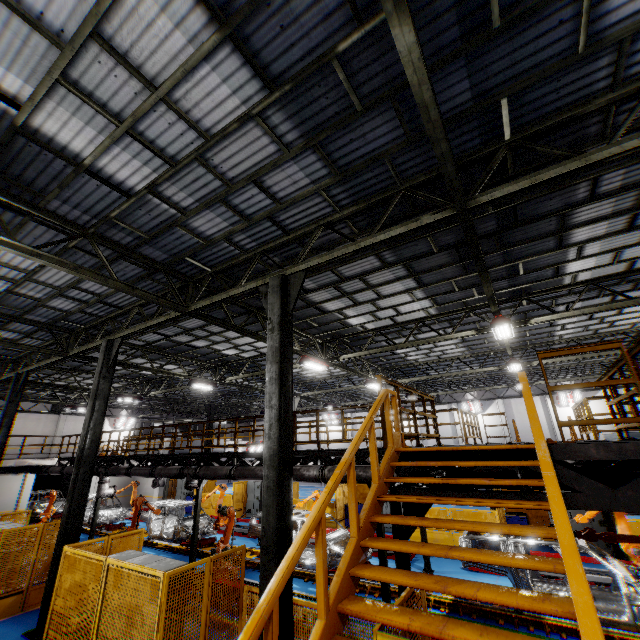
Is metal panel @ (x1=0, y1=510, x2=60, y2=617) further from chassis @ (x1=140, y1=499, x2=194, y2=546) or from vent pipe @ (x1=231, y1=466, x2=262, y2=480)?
chassis @ (x1=140, y1=499, x2=194, y2=546)

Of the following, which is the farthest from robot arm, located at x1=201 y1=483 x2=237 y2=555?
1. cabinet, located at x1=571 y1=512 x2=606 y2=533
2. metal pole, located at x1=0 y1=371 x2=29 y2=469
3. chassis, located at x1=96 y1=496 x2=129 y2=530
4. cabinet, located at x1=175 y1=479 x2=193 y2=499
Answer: cabinet, located at x1=175 y1=479 x2=193 y2=499

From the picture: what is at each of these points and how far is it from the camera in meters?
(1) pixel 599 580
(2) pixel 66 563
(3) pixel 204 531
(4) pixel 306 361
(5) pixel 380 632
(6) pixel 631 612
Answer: (1) metal platform, 9.6
(2) metal panel, 7.5
(3) chassis, 15.5
(4) light, 13.8
(5) metal panel, 3.7
(6) chassis, 6.9

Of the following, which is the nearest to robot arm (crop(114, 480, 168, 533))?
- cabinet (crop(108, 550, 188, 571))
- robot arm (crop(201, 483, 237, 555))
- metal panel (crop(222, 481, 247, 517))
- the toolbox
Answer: metal panel (crop(222, 481, 247, 517))

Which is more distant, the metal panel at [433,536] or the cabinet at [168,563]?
the metal panel at [433,536]

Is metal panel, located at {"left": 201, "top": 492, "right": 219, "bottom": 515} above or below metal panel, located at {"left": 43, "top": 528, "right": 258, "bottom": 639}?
below

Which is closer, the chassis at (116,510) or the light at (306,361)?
the light at (306,361)

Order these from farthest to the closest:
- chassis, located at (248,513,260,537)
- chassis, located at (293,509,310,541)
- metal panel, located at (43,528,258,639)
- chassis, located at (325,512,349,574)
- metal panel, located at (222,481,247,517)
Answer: metal panel, located at (222,481,247,517)
chassis, located at (248,513,260,537)
chassis, located at (293,509,310,541)
chassis, located at (325,512,349,574)
metal panel, located at (43,528,258,639)
